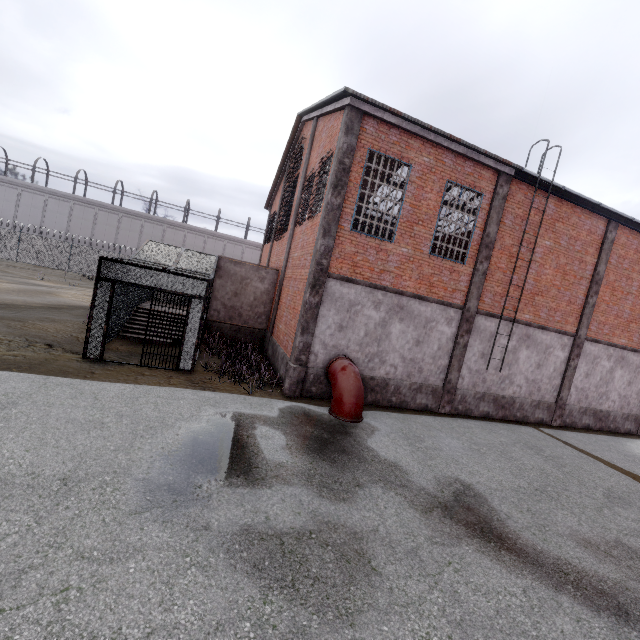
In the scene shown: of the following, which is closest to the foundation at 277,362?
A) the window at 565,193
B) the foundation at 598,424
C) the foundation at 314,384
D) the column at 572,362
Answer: the foundation at 314,384

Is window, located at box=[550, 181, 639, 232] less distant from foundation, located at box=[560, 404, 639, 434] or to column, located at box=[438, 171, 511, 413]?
column, located at box=[438, 171, 511, 413]

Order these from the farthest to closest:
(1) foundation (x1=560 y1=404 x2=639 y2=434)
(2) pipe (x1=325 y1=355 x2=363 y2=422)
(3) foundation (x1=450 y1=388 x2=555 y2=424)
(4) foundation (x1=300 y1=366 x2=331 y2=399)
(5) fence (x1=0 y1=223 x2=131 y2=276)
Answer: (5) fence (x1=0 y1=223 x2=131 y2=276)
(1) foundation (x1=560 y1=404 x2=639 y2=434)
(3) foundation (x1=450 y1=388 x2=555 y2=424)
(4) foundation (x1=300 y1=366 x2=331 y2=399)
(2) pipe (x1=325 y1=355 x2=363 y2=422)

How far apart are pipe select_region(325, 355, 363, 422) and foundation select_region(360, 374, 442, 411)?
0.1 meters

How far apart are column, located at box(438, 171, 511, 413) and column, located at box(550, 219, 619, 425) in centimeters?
529cm

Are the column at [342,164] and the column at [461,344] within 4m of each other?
no

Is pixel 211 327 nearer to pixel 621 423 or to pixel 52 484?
pixel 52 484

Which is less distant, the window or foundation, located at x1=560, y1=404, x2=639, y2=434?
the window
